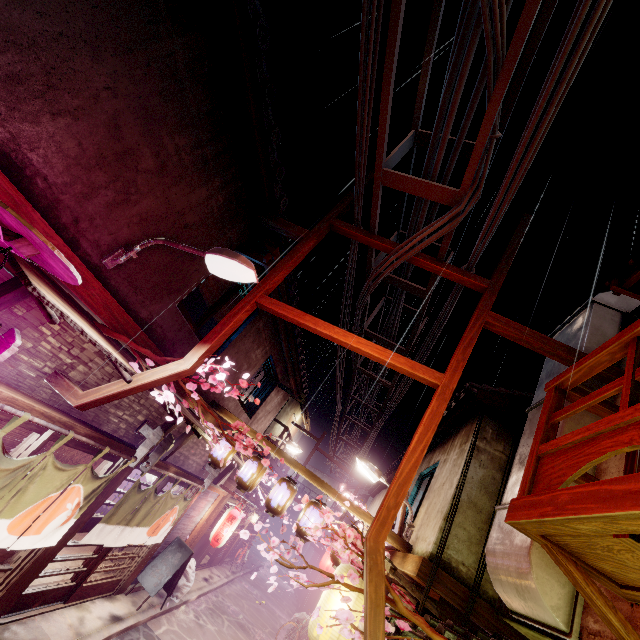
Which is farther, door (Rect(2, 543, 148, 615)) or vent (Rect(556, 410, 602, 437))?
door (Rect(2, 543, 148, 615))

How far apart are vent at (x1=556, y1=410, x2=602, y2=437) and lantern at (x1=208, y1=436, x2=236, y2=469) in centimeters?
933cm

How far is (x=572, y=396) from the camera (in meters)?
6.27

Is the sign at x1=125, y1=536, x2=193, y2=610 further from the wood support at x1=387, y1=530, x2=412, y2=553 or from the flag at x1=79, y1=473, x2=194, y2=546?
the wood support at x1=387, y1=530, x2=412, y2=553

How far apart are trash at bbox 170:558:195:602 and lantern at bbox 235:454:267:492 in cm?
1000

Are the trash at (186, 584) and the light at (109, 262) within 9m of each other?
no

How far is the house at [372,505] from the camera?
28.8 meters

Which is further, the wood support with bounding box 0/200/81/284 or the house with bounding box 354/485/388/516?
the house with bounding box 354/485/388/516
